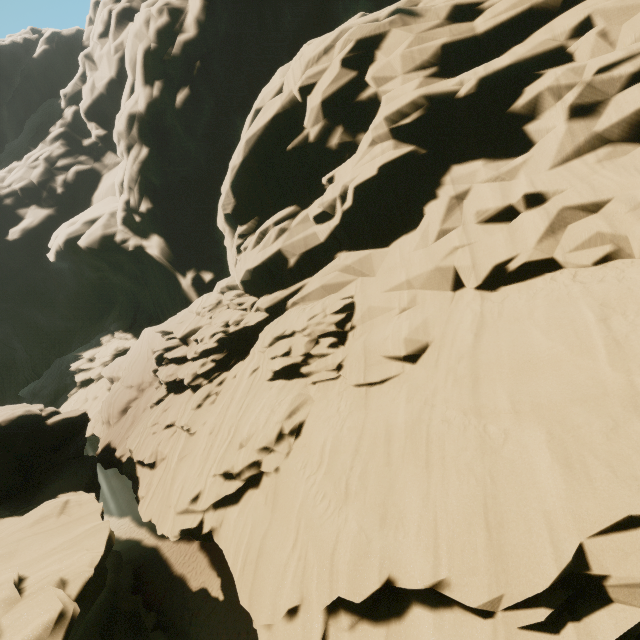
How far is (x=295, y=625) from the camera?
6.8 meters
